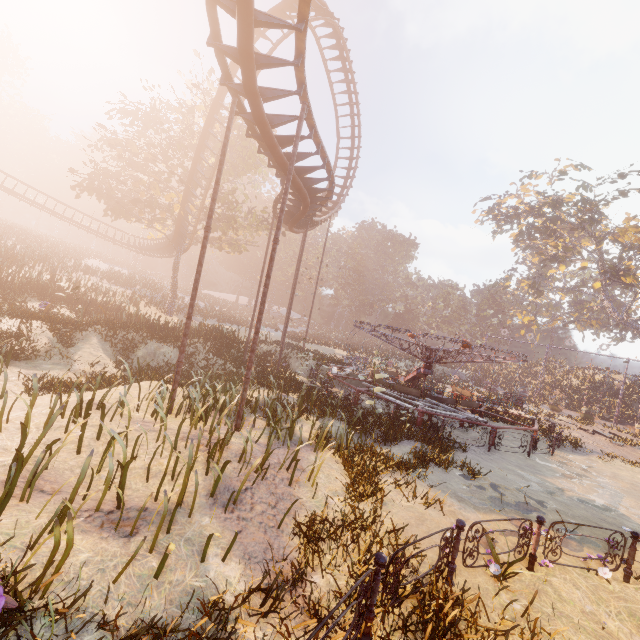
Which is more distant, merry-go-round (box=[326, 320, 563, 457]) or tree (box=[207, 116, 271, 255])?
tree (box=[207, 116, 271, 255])

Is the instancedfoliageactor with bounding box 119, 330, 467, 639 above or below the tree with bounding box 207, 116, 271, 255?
below

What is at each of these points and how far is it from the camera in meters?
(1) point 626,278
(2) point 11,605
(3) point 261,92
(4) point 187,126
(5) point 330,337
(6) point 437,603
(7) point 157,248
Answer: (1) tree, 32.1 m
(2) instancedfoliageactor, 2.9 m
(3) roller coaster, 8.4 m
(4) tree, 24.8 m
(5) instancedfoliageactor, 58.6 m
(6) instancedfoliageactor, 4.4 m
(7) roller coaster, 35.7 m

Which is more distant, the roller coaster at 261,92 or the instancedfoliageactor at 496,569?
the roller coaster at 261,92

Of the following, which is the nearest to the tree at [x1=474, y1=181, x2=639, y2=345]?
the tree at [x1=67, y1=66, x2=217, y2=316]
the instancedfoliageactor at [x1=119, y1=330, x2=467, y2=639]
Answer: the tree at [x1=67, y1=66, x2=217, y2=316]

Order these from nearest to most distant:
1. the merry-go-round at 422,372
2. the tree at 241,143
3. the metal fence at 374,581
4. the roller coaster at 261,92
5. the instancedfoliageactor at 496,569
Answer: the metal fence at 374,581 → the instancedfoliageactor at 496,569 → the roller coaster at 261,92 → the merry-go-round at 422,372 → the tree at 241,143

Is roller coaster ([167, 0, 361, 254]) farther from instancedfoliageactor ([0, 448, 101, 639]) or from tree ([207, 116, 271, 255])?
instancedfoliageactor ([0, 448, 101, 639])

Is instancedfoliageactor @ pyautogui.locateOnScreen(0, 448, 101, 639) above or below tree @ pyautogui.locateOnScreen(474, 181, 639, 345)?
below
